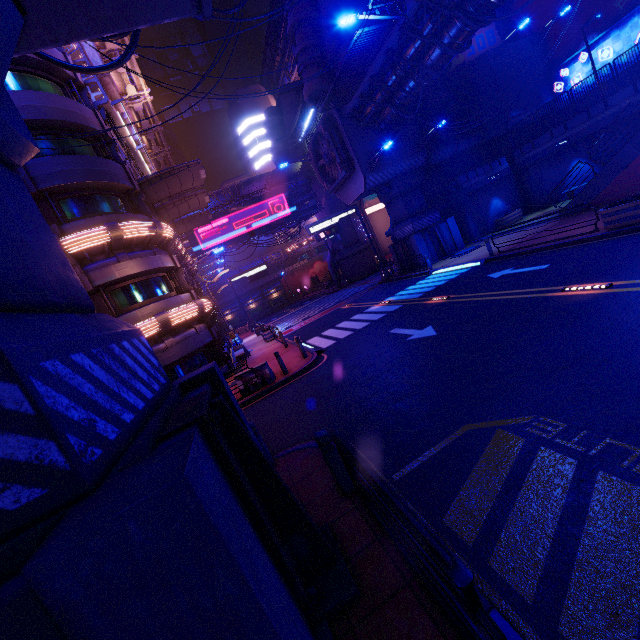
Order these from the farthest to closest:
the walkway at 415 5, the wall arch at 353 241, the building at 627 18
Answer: the wall arch at 353 241 < the building at 627 18 < the walkway at 415 5

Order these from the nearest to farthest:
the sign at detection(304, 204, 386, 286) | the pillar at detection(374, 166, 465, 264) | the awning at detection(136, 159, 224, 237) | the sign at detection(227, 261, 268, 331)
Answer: the awning at detection(136, 159, 224, 237)
the pillar at detection(374, 166, 465, 264)
the sign at detection(304, 204, 386, 286)
the sign at detection(227, 261, 268, 331)

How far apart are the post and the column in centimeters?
2565cm

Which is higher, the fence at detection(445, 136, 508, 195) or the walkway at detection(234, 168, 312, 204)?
the walkway at detection(234, 168, 312, 204)

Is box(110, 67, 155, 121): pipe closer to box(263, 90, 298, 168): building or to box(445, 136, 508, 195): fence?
box(445, 136, 508, 195): fence

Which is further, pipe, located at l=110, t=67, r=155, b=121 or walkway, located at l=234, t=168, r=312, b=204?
walkway, located at l=234, t=168, r=312, b=204

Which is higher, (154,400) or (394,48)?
(394,48)

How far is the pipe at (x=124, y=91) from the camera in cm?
2587
